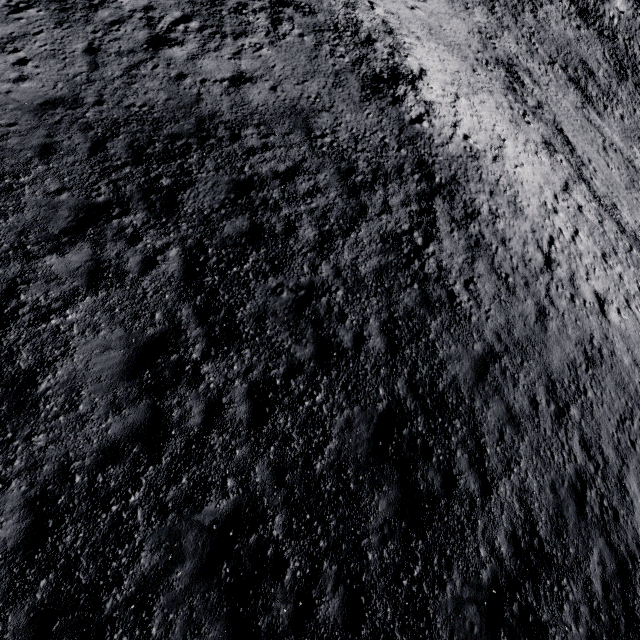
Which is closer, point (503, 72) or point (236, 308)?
point (236, 308)
